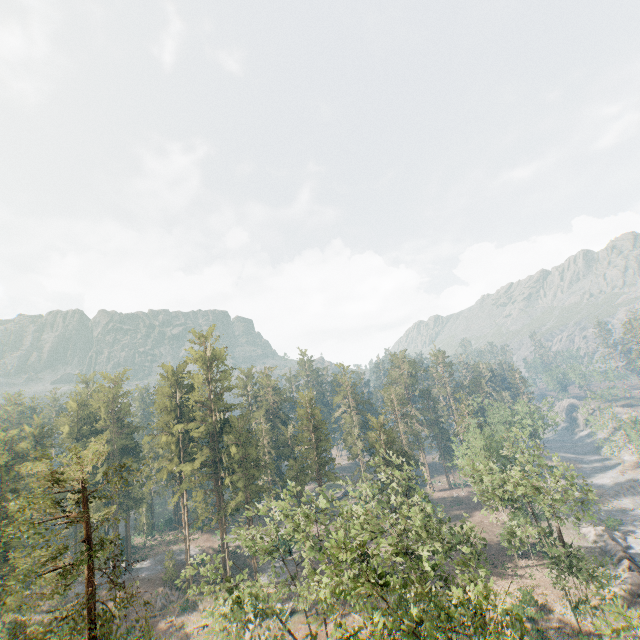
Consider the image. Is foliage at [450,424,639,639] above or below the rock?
above

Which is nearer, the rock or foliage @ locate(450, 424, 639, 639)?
foliage @ locate(450, 424, 639, 639)

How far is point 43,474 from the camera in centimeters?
1898cm

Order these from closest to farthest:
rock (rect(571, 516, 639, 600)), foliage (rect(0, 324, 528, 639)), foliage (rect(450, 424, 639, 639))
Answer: foliage (rect(0, 324, 528, 639)), foliage (rect(450, 424, 639, 639)), rock (rect(571, 516, 639, 600))

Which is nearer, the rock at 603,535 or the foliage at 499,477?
the foliage at 499,477

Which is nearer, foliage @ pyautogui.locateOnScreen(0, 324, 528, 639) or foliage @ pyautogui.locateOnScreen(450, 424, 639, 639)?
foliage @ pyautogui.locateOnScreen(0, 324, 528, 639)
